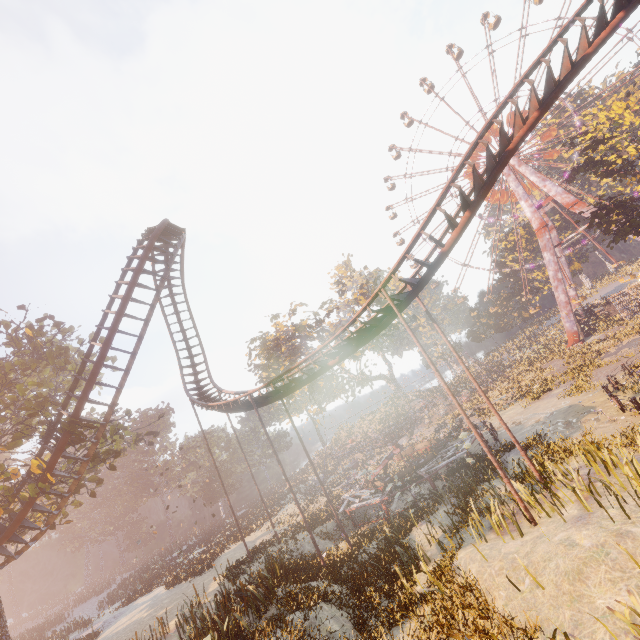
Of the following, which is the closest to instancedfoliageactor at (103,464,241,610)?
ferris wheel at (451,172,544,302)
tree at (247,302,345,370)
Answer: tree at (247,302,345,370)

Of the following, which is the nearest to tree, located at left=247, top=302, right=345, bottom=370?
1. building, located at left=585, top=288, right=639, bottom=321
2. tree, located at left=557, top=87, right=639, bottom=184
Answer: tree, located at left=557, top=87, right=639, bottom=184

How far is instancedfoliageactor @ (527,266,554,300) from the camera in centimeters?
5299cm

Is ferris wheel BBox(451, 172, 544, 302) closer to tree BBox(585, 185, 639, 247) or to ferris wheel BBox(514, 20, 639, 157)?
ferris wheel BBox(514, 20, 639, 157)

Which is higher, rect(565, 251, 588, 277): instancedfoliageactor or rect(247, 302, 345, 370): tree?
rect(247, 302, 345, 370): tree

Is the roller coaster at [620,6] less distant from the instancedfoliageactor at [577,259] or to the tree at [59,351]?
the tree at [59,351]

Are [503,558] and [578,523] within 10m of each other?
yes

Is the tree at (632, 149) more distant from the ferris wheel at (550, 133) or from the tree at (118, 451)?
the tree at (118, 451)
